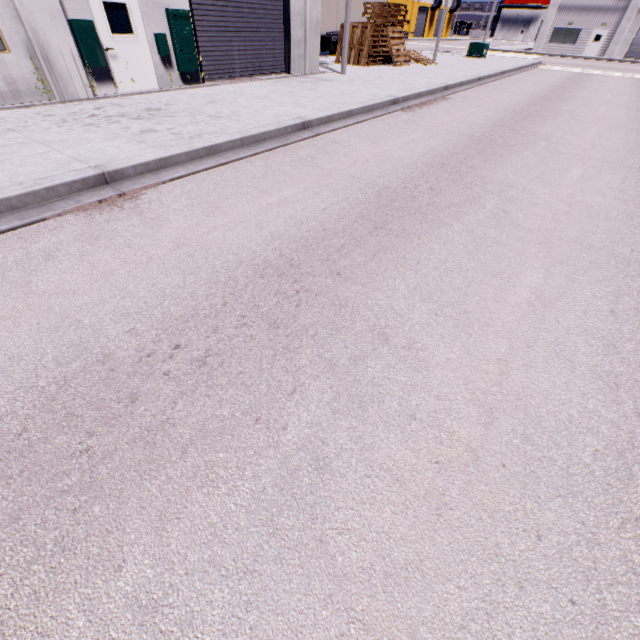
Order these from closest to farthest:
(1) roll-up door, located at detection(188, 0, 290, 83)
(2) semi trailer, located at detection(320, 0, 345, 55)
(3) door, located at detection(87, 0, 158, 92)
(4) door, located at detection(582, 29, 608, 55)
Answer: →
(3) door, located at detection(87, 0, 158, 92)
(1) roll-up door, located at detection(188, 0, 290, 83)
(2) semi trailer, located at detection(320, 0, 345, 55)
(4) door, located at detection(582, 29, 608, 55)

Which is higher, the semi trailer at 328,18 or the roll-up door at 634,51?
the semi trailer at 328,18

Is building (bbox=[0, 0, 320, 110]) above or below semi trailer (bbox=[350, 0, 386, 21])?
below

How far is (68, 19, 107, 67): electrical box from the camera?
8.45m

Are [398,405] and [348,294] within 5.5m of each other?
yes

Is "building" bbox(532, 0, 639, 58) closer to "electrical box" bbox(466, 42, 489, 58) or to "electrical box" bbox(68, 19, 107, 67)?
"electrical box" bbox(68, 19, 107, 67)

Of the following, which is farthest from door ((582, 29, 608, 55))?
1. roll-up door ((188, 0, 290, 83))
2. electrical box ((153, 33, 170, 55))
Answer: electrical box ((153, 33, 170, 55))

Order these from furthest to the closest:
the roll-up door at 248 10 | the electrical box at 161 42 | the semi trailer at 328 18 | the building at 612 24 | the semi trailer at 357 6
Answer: the building at 612 24 < the semi trailer at 357 6 < the semi trailer at 328 18 < the roll-up door at 248 10 < the electrical box at 161 42
